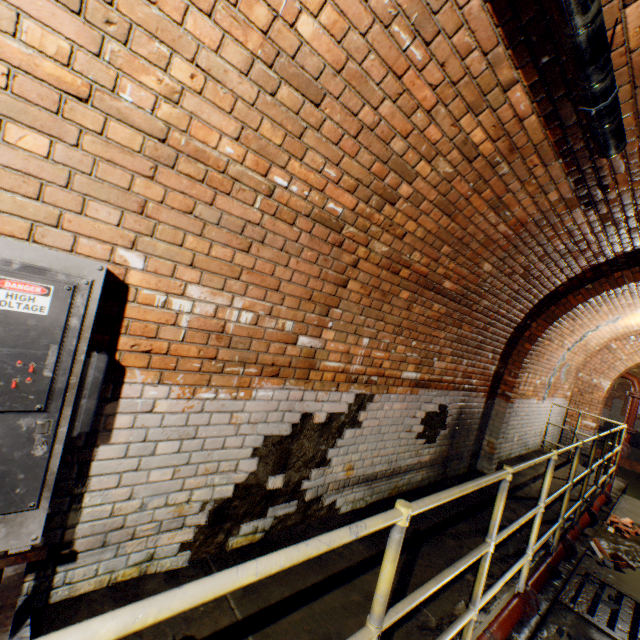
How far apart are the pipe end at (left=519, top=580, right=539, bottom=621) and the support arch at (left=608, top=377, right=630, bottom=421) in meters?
21.0

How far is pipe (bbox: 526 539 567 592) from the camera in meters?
3.8 m

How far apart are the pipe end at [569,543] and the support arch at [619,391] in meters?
19.0

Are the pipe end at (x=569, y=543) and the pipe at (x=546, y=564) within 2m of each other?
yes

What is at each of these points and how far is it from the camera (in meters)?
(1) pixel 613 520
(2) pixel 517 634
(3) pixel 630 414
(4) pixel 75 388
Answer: (1) bricks, 7.00
(2) building tunnel, 3.43
(3) pipe, 9.07
(4) electrical box, 1.44

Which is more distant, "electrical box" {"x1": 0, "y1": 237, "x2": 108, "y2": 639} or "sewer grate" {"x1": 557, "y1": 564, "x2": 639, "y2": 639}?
"sewer grate" {"x1": 557, "y1": 564, "x2": 639, "y2": 639}

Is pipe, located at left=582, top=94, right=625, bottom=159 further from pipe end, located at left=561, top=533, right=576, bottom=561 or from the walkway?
pipe end, located at left=561, top=533, right=576, bottom=561

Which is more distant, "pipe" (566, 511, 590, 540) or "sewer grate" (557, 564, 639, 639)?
"pipe" (566, 511, 590, 540)
